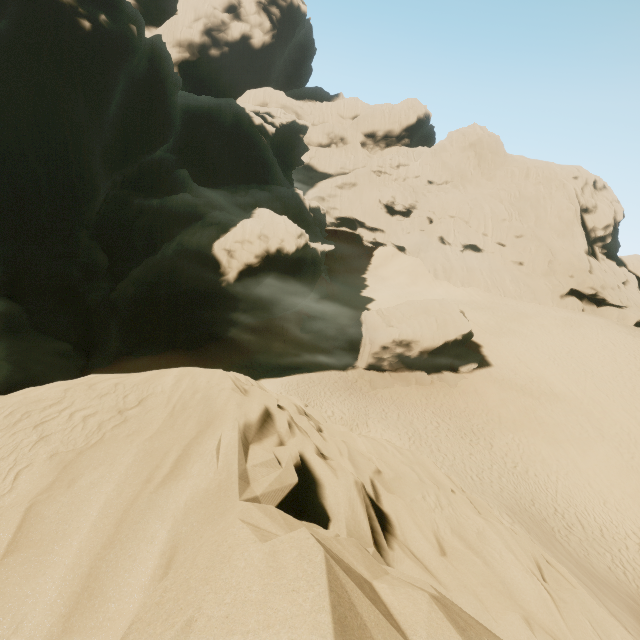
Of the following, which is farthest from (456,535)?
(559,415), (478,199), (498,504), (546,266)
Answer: (478,199)

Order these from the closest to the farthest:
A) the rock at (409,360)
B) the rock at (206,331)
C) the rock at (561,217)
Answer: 1. the rock at (206,331)
2. the rock at (409,360)
3. the rock at (561,217)

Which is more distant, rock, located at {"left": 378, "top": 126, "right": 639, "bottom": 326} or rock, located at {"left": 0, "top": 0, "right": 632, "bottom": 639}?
rock, located at {"left": 378, "top": 126, "right": 639, "bottom": 326}

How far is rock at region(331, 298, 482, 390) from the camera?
26.64m

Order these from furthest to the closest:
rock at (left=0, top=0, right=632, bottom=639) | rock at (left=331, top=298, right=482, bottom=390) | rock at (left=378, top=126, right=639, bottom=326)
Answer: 1. rock at (left=378, top=126, right=639, bottom=326)
2. rock at (left=331, top=298, right=482, bottom=390)
3. rock at (left=0, top=0, right=632, bottom=639)

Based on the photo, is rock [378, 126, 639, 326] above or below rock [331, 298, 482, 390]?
above

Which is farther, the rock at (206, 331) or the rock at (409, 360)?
the rock at (409, 360)

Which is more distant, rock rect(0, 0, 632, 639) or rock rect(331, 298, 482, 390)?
rock rect(331, 298, 482, 390)
